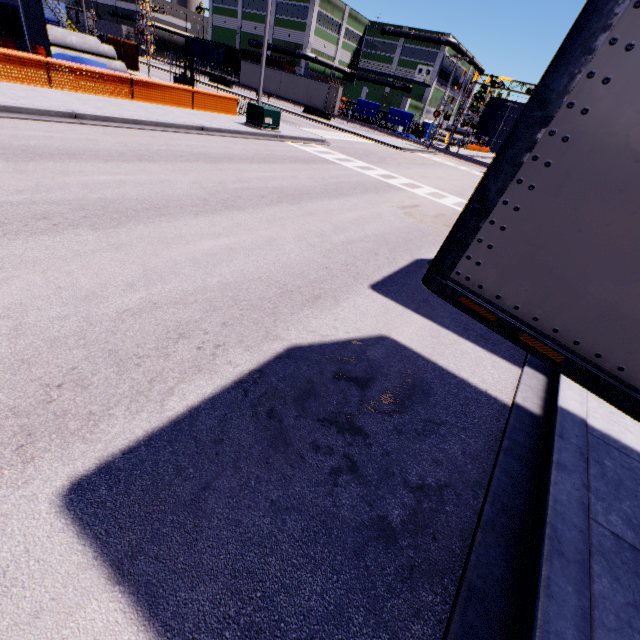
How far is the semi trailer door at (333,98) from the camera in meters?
36.2 m

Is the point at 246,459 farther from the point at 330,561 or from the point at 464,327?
the point at 464,327

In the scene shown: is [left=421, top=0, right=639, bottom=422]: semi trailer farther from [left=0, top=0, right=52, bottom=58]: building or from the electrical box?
the electrical box

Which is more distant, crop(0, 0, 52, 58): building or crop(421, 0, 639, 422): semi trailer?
crop(0, 0, 52, 58): building

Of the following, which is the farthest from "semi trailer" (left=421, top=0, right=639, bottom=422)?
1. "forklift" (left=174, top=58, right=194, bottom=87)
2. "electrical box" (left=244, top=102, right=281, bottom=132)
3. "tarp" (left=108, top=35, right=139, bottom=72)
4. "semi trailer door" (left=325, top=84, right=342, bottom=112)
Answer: "forklift" (left=174, top=58, right=194, bottom=87)

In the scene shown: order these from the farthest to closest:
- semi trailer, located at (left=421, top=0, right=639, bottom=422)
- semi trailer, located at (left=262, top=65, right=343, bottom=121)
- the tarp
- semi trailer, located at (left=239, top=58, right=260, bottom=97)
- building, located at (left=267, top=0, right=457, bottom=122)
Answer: building, located at (left=267, top=0, right=457, bottom=122)
semi trailer, located at (left=239, top=58, right=260, bottom=97)
semi trailer, located at (left=262, top=65, right=343, bottom=121)
the tarp
semi trailer, located at (left=421, top=0, right=639, bottom=422)

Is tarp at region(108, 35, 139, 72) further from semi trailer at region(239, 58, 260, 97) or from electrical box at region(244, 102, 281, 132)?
electrical box at region(244, 102, 281, 132)

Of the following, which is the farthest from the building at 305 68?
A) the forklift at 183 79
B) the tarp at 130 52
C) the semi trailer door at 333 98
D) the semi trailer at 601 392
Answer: the forklift at 183 79
